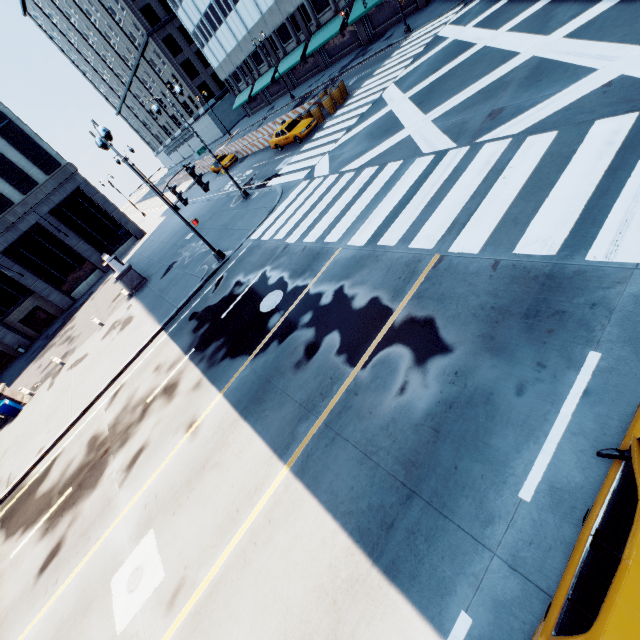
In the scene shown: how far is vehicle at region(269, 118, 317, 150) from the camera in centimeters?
2394cm

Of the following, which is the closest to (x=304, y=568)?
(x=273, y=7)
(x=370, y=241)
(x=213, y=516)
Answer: (x=213, y=516)

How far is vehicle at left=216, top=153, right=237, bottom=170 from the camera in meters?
35.6 m

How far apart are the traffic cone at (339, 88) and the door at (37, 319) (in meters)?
37.36

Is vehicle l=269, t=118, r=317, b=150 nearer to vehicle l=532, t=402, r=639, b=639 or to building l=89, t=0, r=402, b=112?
building l=89, t=0, r=402, b=112

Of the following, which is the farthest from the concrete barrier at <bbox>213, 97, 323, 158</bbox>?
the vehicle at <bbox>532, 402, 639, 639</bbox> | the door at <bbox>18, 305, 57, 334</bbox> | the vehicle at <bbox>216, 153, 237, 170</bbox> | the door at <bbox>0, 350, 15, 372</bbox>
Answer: the door at <bbox>0, 350, 15, 372</bbox>

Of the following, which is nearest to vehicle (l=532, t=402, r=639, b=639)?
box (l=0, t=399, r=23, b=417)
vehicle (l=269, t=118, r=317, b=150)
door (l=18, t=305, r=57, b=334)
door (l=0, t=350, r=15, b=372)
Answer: vehicle (l=269, t=118, r=317, b=150)

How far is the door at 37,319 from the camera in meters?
35.3
